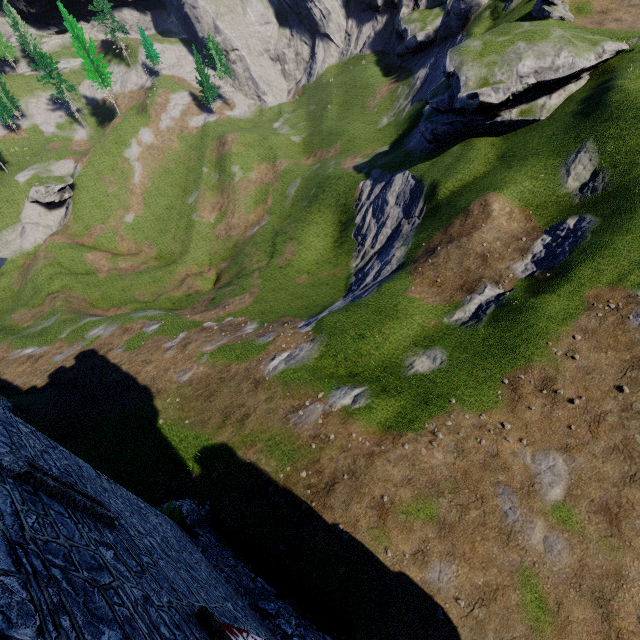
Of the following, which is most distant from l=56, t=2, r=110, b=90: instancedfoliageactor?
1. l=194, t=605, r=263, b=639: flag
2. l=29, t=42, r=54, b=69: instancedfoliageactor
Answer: l=194, t=605, r=263, b=639: flag

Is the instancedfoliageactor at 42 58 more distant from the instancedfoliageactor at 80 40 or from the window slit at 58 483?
the window slit at 58 483

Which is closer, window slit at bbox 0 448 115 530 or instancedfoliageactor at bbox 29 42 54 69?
window slit at bbox 0 448 115 530

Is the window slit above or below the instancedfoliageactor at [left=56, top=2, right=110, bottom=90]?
below

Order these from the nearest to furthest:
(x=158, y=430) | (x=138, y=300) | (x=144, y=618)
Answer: (x=144, y=618)
(x=158, y=430)
(x=138, y=300)

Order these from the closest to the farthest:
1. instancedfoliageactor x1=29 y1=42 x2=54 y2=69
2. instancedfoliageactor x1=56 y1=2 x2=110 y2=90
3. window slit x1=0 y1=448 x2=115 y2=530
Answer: window slit x1=0 y1=448 x2=115 y2=530
instancedfoliageactor x1=56 y1=2 x2=110 y2=90
instancedfoliageactor x1=29 y1=42 x2=54 y2=69

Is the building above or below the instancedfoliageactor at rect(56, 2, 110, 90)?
below

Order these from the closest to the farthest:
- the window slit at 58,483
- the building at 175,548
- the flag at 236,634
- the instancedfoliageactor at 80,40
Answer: the building at 175,548 < the window slit at 58,483 < the flag at 236,634 < the instancedfoliageactor at 80,40
